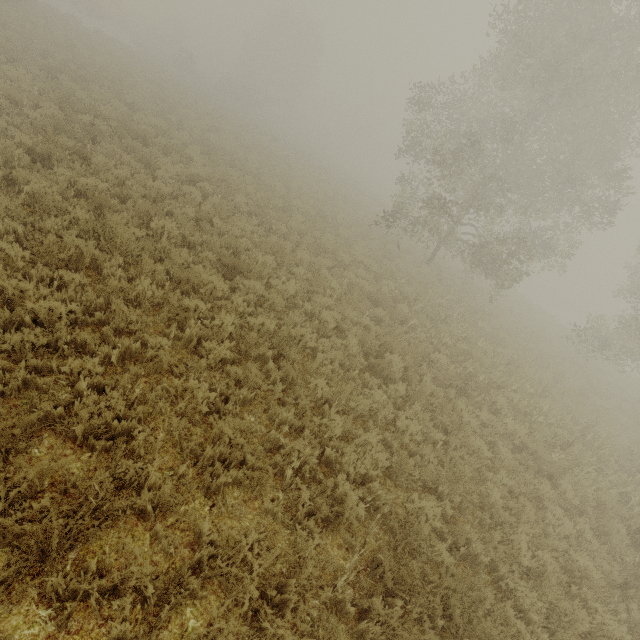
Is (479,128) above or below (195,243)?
above
